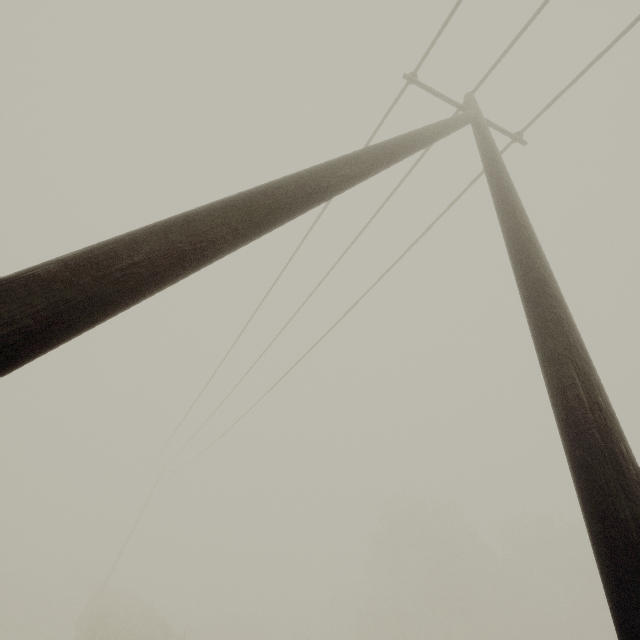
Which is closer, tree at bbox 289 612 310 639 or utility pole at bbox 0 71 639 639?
utility pole at bbox 0 71 639 639

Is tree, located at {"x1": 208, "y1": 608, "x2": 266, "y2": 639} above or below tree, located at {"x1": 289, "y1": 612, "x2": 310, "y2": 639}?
below

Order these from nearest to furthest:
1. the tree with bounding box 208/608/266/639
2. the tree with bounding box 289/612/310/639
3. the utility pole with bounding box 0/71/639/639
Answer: the utility pole with bounding box 0/71/639/639 < the tree with bounding box 289/612/310/639 < the tree with bounding box 208/608/266/639

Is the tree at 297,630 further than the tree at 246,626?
No

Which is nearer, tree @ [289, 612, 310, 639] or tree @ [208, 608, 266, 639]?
tree @ [289, 612, 310, 639]

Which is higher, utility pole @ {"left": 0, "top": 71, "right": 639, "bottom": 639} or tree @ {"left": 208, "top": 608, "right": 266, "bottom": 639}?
utility pole @ {"left": 0, "top": 71, "right": 639, "bottom": 639}

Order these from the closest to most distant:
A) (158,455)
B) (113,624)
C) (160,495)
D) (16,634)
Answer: (16,634)
(113,624)
(158,455)
(160,495)

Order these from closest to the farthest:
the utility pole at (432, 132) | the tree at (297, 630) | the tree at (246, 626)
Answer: the utility pole at (432, 132), the tree at (297, 630), the tree at (246, 626)
